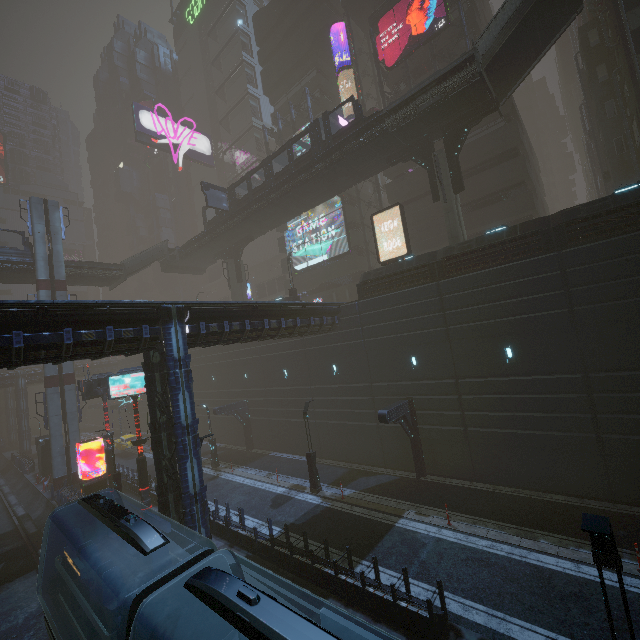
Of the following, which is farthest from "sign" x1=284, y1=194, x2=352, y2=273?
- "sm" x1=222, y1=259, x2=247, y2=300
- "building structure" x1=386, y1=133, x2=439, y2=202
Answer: "building structure" x1=386, y1=133, x2=439, y2=202

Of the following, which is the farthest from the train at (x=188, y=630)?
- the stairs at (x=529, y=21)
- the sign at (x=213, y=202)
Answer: the sign at (x=213, y=202)

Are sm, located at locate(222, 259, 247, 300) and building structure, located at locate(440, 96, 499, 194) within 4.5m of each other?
no

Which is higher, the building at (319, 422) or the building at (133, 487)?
the building at (319, 422)

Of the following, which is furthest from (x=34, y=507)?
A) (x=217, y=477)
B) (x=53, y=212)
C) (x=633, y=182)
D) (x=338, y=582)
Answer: (x=633, y=182)

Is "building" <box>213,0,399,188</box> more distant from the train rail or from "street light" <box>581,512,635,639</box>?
"street light" <box>581,512,635,639</box>

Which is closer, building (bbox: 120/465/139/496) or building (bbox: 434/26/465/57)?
building (bbox: 120/465/139/496)

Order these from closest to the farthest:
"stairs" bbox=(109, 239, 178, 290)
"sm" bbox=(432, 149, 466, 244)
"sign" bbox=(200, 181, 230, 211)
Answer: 1. "sm" bbox=(432, 149, 466, 244)
2. "sign" bbox=(200, 181, 230, 211)
3. "stairs" bbox=(109, 239, 178, 290)
